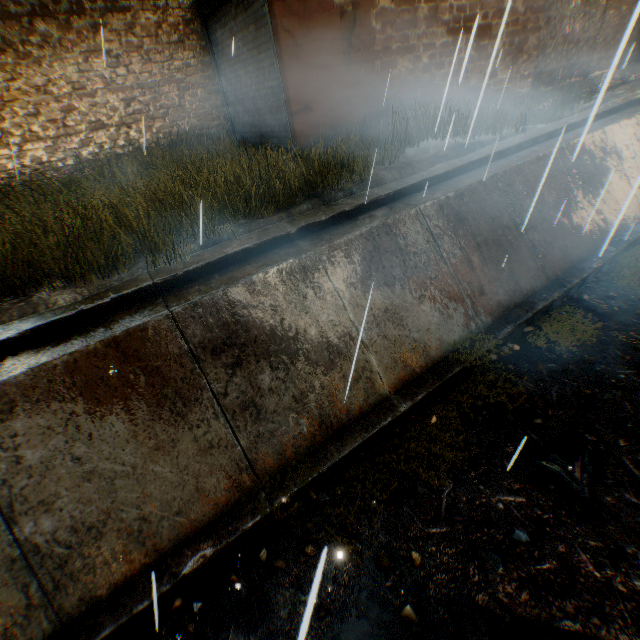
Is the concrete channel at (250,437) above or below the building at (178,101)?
below

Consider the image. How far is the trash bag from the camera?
3.7 meters

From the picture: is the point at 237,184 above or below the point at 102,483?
above

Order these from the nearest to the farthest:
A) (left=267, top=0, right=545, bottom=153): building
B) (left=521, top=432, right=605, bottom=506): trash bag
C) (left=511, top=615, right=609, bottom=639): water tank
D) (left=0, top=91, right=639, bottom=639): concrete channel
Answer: (left=511, top=615, right=609, bottom=639): water tank < (left=0, top=91, right=639, bottom=639): concrete channel < (left=521, top=432, right=605, bottom=506): trash bag < (left=267, top=0, right=545, bottom=153): building

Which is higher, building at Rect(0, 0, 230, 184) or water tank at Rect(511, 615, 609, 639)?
building at Rect(0, 0, 230, 184)

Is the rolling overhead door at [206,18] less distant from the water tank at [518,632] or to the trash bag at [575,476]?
the water tank at [518,632]

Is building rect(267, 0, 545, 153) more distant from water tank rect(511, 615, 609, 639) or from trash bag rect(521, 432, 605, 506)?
trash bag rect(521, 432, 605, 506)

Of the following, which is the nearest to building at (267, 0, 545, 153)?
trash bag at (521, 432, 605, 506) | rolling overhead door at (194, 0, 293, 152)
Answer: rolling overhead door at (194, 0, 293, 152)
